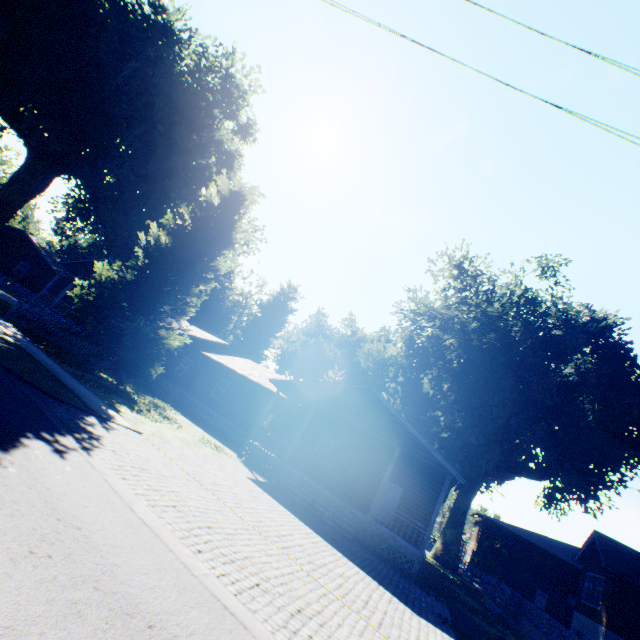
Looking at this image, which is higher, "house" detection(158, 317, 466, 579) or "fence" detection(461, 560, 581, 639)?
"house" detection(158, 317, 466, 579)

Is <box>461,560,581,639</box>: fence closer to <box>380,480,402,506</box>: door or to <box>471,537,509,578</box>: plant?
<box>471,537,509,578</box>: plant

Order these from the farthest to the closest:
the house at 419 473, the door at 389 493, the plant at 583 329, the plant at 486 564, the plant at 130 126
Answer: the plant at 486 564, the plant at 583 329, the door at 389 493, the plant at 130 126, the house at 419 473

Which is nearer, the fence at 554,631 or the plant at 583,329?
the fence at 554,631

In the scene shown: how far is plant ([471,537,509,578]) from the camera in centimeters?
3641cm

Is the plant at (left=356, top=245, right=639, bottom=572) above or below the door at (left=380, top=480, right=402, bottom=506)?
above

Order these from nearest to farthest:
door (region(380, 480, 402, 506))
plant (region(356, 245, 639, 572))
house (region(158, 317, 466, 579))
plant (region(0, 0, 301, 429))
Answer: house (region(158, 317, 466, 579)) → plant (region(0, 0, 301, 429)) → door (region(380, 480, 402, 506)) → plant (region(356, 245, 639, 572))

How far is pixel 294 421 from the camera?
23.16m
